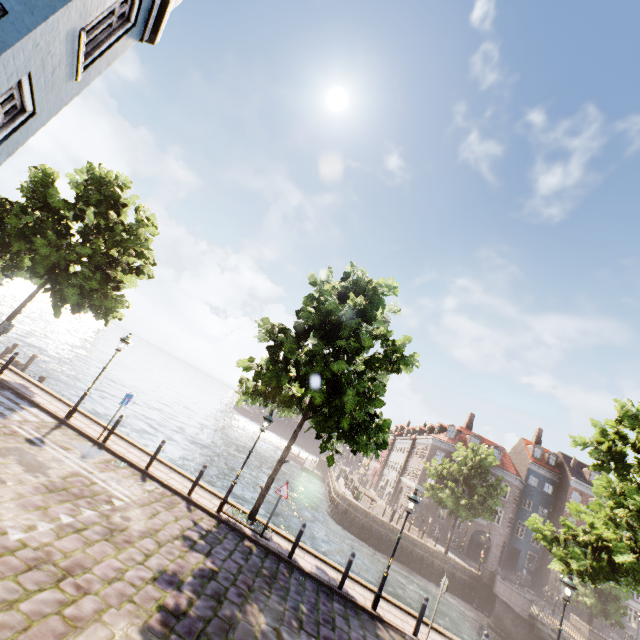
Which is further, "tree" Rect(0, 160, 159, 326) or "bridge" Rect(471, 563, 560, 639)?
"bridge" Rect(471, 563, 560, 639)

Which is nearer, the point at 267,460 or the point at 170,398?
the point at 267,460

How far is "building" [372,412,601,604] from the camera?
37.9m

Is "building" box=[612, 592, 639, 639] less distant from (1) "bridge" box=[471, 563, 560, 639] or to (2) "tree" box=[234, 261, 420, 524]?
(2) "tree" box=[234, 261, 420, 524]

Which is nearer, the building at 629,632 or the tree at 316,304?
the tree at 316,304

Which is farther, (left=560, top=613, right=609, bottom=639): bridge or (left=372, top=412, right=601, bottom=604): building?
(left=372, top=412, right=601, bottom=604): building

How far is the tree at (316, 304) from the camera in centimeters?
1139cm

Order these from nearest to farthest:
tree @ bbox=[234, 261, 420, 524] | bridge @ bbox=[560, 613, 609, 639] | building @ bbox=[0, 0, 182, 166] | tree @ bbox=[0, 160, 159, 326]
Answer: building @ bbox=[0, 0, 182, 166] < tree @ bbox=[234, 261, 420, 524] < tree @ bbox=[0, 160, 159, 326] < bridge @ bbox=[560, 613, 609, 639]
